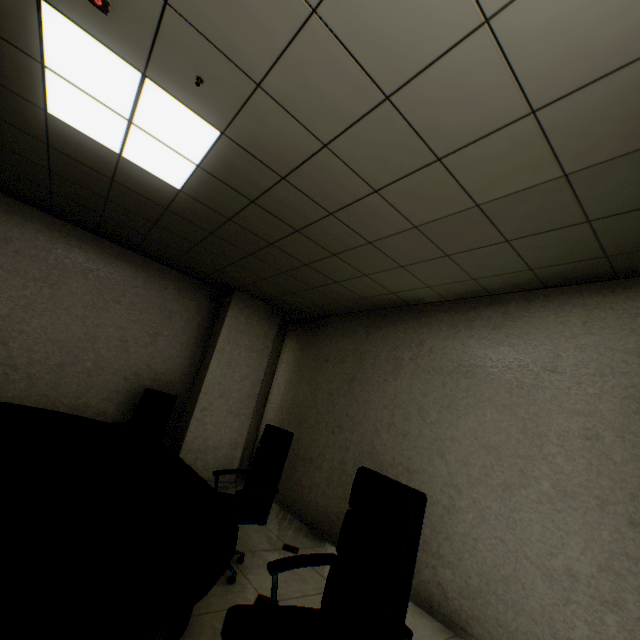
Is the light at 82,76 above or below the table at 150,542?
above

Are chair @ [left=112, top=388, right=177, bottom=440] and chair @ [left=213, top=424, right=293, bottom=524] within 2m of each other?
yes

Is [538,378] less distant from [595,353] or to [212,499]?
[595,353]

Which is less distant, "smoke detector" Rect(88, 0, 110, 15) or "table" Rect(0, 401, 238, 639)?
"table" Rect(0, 401, 238, 639)

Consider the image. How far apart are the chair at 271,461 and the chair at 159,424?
1.26m

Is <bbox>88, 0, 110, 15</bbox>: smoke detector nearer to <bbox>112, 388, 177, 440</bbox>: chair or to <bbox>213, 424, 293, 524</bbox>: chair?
<bbox>213, 424, 293, 524</bbox>: chair

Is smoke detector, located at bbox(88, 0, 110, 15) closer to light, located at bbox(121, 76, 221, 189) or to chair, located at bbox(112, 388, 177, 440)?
light, located at bbox(121, 76, 221, 189)

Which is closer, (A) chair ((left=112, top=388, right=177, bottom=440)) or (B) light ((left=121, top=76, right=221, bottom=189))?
(B) light ((left=121, top=76, right=221, bottom=189))
